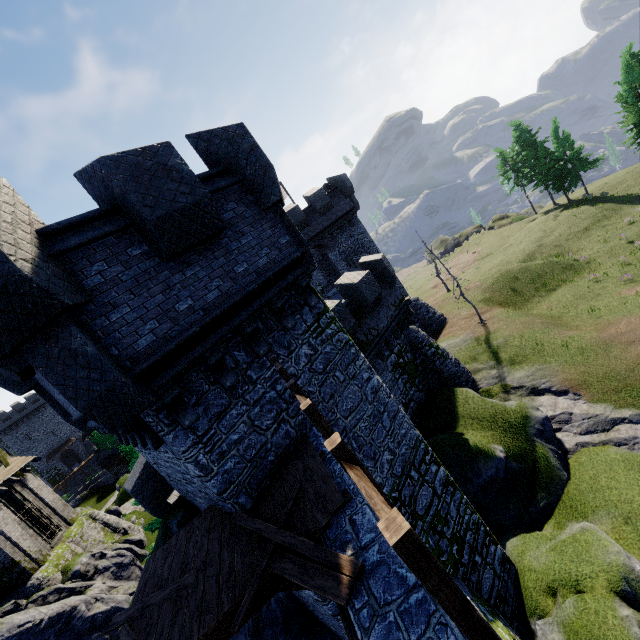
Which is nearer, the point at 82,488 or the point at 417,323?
the point at 417,323

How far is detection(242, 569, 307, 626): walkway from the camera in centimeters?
443cm

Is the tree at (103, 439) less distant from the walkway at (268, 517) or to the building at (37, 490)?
the building at (37, 490)

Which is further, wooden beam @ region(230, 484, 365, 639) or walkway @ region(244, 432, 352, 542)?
walkway @ region(244, 432, 352, 542)

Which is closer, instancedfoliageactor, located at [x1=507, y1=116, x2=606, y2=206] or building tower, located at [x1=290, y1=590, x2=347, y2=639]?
building tower, located at [x1=290, y1=590, x2=347, y2=639]

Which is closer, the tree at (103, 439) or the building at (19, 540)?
the building at (19, 540)

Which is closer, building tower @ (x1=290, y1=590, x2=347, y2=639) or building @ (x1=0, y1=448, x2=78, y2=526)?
building tower @ (x1=290, y1=590, x2=347, y2=639)
